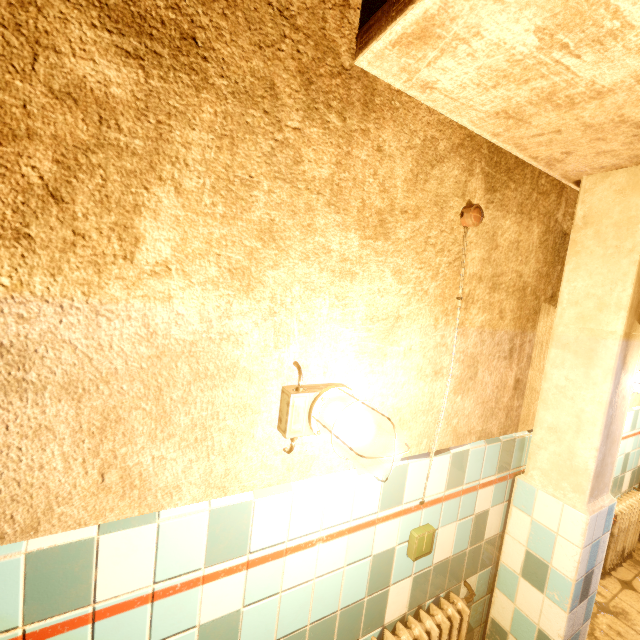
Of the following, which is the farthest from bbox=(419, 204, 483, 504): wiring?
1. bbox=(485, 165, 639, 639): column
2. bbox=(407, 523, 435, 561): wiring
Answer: bbox=(485, 165, 639, 639): column

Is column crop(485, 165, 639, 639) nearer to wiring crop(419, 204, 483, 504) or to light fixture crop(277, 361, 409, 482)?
wiring crop(419, 204, 483, 504)

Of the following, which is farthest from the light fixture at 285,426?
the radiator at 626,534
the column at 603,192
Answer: the radiator at 626,534

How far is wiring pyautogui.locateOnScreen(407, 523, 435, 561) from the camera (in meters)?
1.55

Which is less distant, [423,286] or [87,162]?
[87,162]

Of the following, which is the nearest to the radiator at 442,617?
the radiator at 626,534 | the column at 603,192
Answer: the column at 603,192

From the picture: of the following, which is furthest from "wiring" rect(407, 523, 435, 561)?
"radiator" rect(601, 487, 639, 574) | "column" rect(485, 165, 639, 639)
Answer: "radiator" rect(601, 487, 639, 574)

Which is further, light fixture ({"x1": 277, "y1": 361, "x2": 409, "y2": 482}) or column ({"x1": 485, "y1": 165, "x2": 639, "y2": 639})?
column ({"x1": 485, "y1": 165, "x2": 639, "y2": 639})
